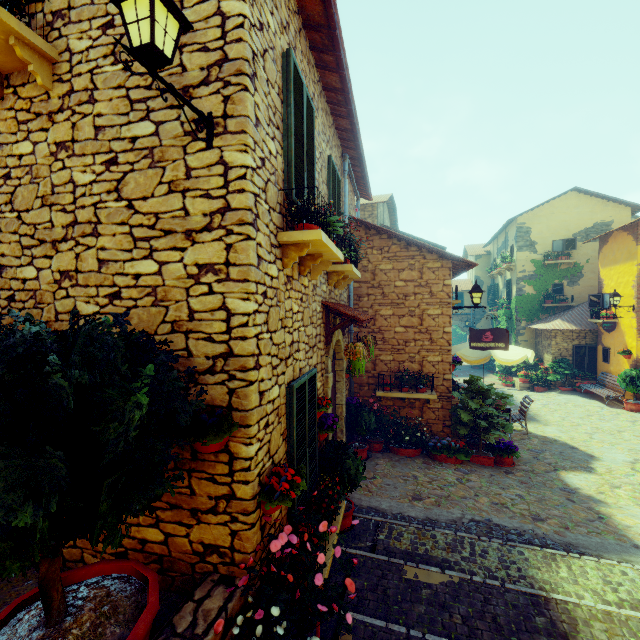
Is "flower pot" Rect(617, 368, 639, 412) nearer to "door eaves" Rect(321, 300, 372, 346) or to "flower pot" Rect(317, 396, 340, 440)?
"door eaves" Rect(321, 300, 372, 346)

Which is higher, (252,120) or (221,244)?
(252,120)

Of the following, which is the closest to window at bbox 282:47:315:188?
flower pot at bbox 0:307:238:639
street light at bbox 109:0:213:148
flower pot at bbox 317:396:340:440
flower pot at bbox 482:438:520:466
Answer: street light at bbox 109:0:213:148

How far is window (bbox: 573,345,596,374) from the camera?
15.9 meters

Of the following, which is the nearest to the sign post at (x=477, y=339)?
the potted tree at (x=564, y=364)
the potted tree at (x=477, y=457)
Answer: the potted tree at (x=477, y=457)

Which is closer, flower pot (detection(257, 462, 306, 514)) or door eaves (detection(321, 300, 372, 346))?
flower pot (detection(257, 462, 306, 514))

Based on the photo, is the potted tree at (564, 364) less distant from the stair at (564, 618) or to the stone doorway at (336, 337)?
the stair at (564, 618)

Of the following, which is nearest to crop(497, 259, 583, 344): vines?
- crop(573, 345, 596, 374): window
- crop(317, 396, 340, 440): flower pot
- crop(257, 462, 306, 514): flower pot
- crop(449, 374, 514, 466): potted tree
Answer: crop(573, 345, 596, 374): window
